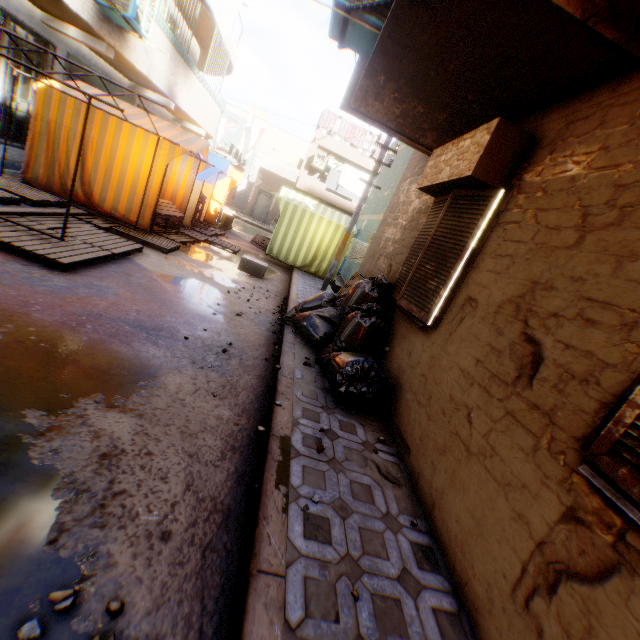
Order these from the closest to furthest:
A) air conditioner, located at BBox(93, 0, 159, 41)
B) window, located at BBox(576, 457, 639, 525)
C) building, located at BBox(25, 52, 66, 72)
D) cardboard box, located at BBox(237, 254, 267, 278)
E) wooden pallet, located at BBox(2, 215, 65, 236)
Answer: window, located at BBox(576, 457, 639, 525) → wooden pallet, located at BBox(2, 215, 65, 236) → air conditioner, located at BBox(93, 0, 159, 41) → building, located at BBox(25, 52, 66, 72) → cardboard box, located at BBox(237, 254, 267, 278)

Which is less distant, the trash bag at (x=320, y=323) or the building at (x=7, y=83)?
the trash bag at (x=320, y=323)

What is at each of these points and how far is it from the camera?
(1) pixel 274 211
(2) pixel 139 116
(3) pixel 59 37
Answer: (1) building, 28.11m
(2) tent, 7.73m
(3) building, 7.32m

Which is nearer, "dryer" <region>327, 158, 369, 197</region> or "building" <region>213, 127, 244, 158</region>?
"dryer" <region>327, 158, 369, 197</region>

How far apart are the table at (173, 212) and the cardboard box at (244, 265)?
1.26m

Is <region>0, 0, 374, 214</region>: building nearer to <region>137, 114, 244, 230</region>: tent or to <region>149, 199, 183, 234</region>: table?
<region>137, 114, 244, 230</region>: tent

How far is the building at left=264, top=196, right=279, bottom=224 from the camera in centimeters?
2788cm

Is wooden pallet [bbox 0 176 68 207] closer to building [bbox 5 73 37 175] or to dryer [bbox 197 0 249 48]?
building [bbox 5 73 37 175]
